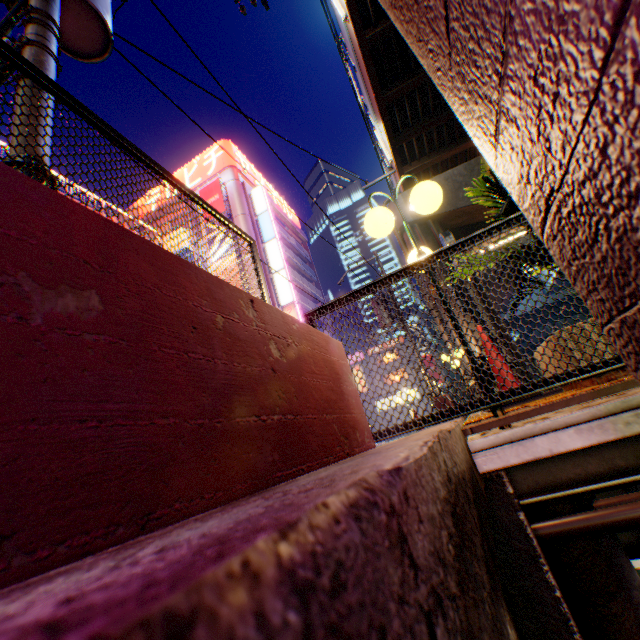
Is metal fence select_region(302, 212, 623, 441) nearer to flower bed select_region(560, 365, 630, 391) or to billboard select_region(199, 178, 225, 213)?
flower bed select_region(560, 365, 630, 391)

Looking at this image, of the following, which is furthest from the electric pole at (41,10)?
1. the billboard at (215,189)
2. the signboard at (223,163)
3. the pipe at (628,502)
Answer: the signboard at (223,163)

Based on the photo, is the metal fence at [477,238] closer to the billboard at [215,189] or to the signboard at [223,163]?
the billboard at [215,189]

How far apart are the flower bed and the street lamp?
0.55m

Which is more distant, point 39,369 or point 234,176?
point 234,176

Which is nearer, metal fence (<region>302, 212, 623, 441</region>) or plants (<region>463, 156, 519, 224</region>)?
metal fence (<region>302, 212, 623, 441</region>)

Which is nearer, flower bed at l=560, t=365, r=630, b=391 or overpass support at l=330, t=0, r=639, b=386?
overpass support at l=330, t=0, r=639, b=386

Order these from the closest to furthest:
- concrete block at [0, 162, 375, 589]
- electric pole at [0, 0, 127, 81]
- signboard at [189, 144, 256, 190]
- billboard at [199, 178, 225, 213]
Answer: concrete block at [0, 162, 375, 589] → electric pole at [0, 0, 127, 81] → billboard at [199, 178, 225, 213] → signboard at [189, 144, 256, 190]
